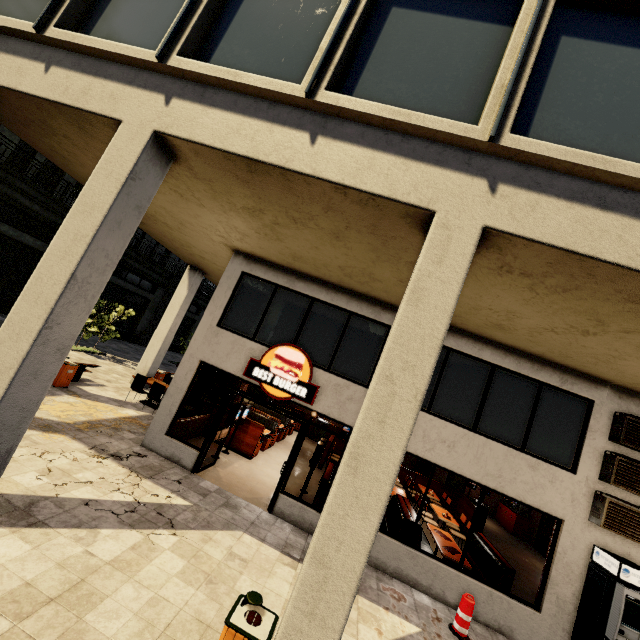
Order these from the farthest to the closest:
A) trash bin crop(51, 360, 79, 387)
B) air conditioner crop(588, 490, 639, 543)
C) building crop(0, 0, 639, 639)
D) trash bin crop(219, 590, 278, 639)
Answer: trash bin crop(51, 360, 79, 387) → air conditioner crop(588, 490, 639, 543) → building crop(0, 0, 639, 639) → trash bin crop(219, 590, 278, 639)

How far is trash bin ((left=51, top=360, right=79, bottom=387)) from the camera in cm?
1028

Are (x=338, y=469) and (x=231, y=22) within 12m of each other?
yes

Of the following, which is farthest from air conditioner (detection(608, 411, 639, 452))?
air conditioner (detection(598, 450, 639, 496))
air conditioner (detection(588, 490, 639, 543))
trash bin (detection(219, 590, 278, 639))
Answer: trash bin (detection(219, 590, 278, 639))

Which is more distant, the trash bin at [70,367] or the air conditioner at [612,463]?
the trash bin at [70,367]

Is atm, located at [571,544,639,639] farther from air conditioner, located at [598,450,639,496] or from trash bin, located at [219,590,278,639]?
trash bin, located at [219,590,278,639]

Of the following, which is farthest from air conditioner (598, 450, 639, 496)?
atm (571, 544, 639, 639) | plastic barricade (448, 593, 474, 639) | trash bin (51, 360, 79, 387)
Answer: trash bin (51, 360, 79, 387)

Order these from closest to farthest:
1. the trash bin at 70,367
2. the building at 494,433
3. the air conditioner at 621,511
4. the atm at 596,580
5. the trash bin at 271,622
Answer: the trash bin at 271,622 → the building at 494,433 → the atm at 596,580 → the air conditioner at 621,511 → the trash bin at 70,367
